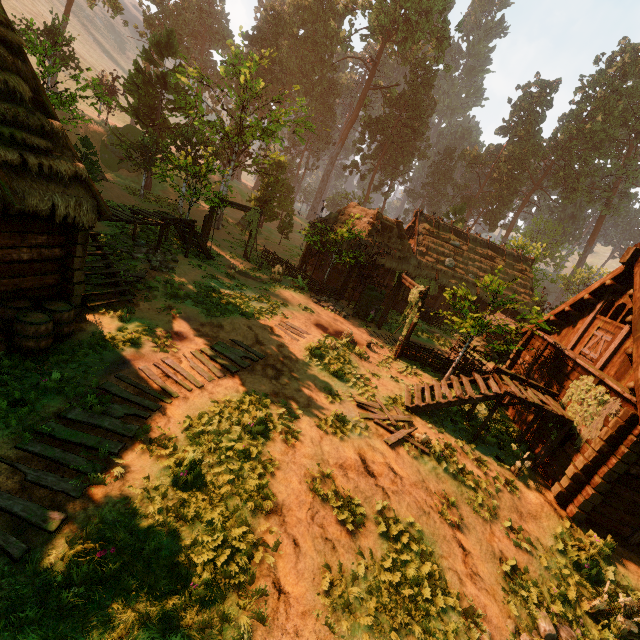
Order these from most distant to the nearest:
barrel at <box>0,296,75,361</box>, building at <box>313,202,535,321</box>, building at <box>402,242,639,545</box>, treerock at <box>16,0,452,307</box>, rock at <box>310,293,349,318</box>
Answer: building at <box>313,202,535,321</box>
treerock at <box>16,0,452,307</box>
rock at <box>310,293,349,318</box>
building at <box>402,242,639,545</box>
barrel at <box>0,296,75,361</box>

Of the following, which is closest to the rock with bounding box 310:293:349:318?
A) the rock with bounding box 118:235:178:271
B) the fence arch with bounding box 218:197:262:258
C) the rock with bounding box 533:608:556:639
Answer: the fence arch with bounding box 218:197:262:258

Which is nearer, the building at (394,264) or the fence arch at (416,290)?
the fence arch at (416,290)

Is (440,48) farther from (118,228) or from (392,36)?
(118,228)

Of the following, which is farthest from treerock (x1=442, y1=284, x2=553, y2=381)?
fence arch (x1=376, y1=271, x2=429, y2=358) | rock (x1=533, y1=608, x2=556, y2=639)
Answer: rock (x1=533, y1=608, x2=556, y2=639)

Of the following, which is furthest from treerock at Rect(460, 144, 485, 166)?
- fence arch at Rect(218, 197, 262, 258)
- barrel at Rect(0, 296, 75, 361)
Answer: barrel at Rect(0, 296, 75, 361)

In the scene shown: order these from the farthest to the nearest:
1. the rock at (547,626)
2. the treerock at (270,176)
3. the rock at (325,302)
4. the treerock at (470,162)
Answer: the treerock at (470,162) → the treerock at (270,176) → the rock at (325,302) → the rock at (547,626)

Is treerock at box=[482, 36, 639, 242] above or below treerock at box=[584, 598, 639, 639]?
above
